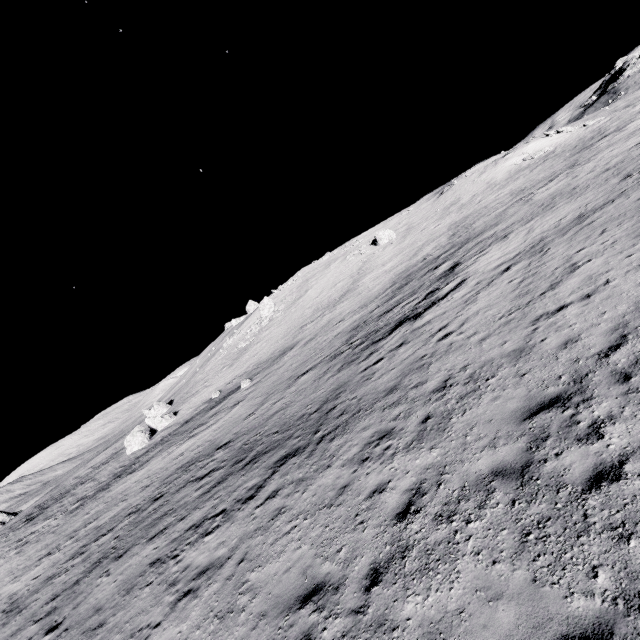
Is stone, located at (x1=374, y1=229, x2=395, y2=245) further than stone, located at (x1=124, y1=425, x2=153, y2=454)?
Yes

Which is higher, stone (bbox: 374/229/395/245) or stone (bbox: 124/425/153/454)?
stone (bbox: 374/229/395/245)

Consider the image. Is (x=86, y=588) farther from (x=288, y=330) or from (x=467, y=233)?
(x=467, y=233)

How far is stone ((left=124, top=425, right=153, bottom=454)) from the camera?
35.7m

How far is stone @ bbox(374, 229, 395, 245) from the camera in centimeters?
5088cm

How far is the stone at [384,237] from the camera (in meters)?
50.88

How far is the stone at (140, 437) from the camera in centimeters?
3569cm
